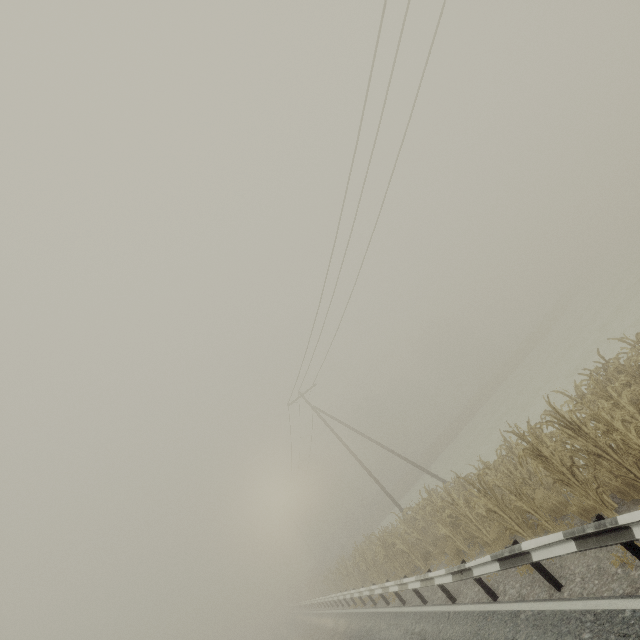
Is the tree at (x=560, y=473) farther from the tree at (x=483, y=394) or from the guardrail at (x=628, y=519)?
the tree at (x=483, y=394)

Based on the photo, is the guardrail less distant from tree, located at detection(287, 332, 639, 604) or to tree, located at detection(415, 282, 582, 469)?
tree, located at detection(287, 332, 639, 604)

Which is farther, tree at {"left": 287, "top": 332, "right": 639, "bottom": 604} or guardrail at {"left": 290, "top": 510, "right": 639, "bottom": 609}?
tree at {"left": 287, "top": 332, "right": 639, "bottom": 604}

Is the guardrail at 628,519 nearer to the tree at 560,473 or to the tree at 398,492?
the tree at 560,473

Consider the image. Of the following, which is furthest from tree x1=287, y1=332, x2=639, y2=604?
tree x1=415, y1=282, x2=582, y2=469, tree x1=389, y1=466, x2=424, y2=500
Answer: tree x1=415, y1=282, x2=582, y2=469

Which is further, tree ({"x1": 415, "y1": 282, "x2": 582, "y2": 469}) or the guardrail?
tree ({"x1": 415, "y1": 282, "x2": 582, "y2": 469})

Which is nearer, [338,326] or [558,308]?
[338,326]

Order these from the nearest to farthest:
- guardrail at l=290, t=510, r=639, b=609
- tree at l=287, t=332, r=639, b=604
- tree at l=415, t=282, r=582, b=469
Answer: guardrail at l=290, t=510, r=639, b=609
tree at l=287, t=332, r=639, b=604
tree at l=415, t=282, r=582, b=469
